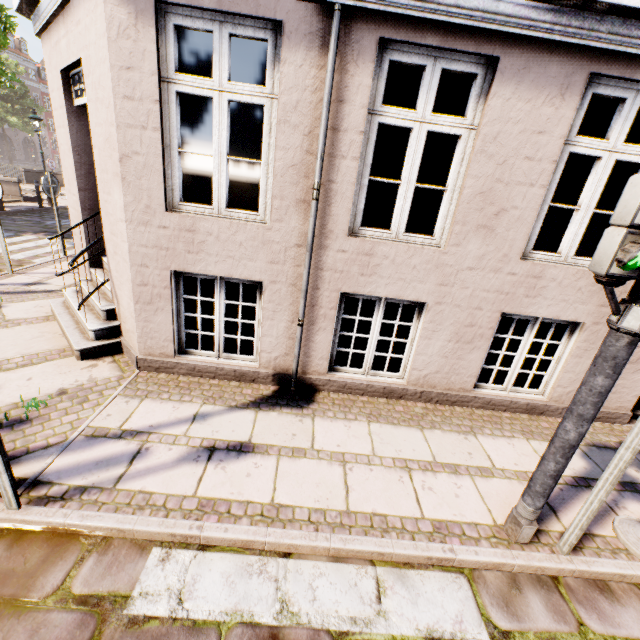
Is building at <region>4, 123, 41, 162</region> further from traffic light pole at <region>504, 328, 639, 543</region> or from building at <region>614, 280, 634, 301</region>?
traffic light pole at <region>504, 328, 639, 543</region>

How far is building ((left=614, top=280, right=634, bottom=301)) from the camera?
3.8 meters

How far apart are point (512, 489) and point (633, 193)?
2.8 meters

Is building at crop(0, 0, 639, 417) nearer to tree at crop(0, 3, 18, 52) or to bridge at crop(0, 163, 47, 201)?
tree at crop(0, 3, 18, 52)

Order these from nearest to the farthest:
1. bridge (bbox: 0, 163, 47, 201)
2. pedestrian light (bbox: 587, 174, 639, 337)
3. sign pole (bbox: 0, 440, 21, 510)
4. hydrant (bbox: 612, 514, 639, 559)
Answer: pedestrian light (bbox: 587, 174, 639, 337)
sign pole (bbox: 0, 440, 21, 510)
hydrant (bbox: 612, 514, 639, 559)
bridge (bbox: 0, 163, 47, 201)

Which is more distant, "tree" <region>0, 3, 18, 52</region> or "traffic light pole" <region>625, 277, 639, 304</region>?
"tree" <region>0, 3, 18, 52</region>

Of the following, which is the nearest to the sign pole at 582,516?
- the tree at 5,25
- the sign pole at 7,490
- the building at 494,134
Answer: the building at 494,134

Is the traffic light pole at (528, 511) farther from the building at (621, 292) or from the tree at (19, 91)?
the tree at (19, 91)
